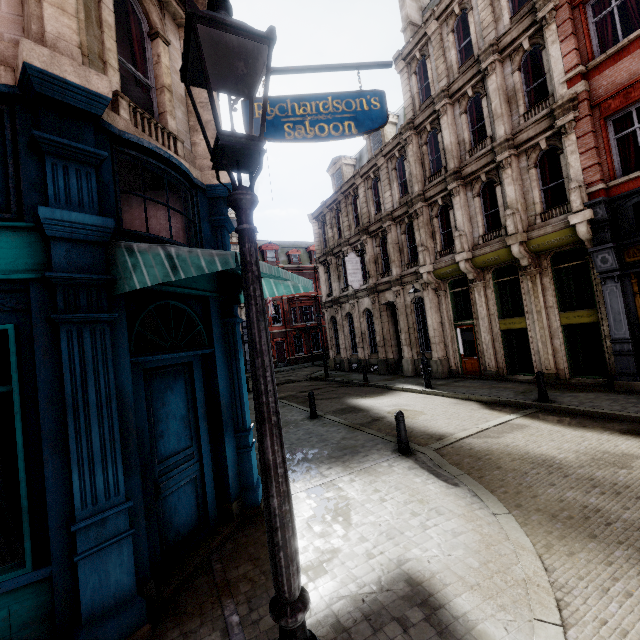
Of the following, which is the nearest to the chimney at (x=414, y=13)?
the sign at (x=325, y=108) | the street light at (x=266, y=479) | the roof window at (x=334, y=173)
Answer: the roof window at (x=334, y=173)

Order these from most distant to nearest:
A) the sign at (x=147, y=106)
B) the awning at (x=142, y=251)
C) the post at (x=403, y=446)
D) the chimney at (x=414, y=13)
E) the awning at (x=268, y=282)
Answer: the chimney at (x=414, y=13), the post at (x=403, y=446), the sign at (x=147, y=106), the awning at (x=268, y=282), the awning at (x=142, y=251)

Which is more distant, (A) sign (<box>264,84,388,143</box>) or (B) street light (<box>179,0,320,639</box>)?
(A) sign (<box>264,84,388,143</box>)

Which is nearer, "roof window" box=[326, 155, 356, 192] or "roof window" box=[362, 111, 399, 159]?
"roof window" box=[362, 111, 399, 159]

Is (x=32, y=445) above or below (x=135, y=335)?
below

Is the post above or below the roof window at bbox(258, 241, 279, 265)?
below

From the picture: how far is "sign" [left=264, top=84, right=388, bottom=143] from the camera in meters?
6.5 m

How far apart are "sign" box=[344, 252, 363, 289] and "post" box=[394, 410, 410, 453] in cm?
1386
